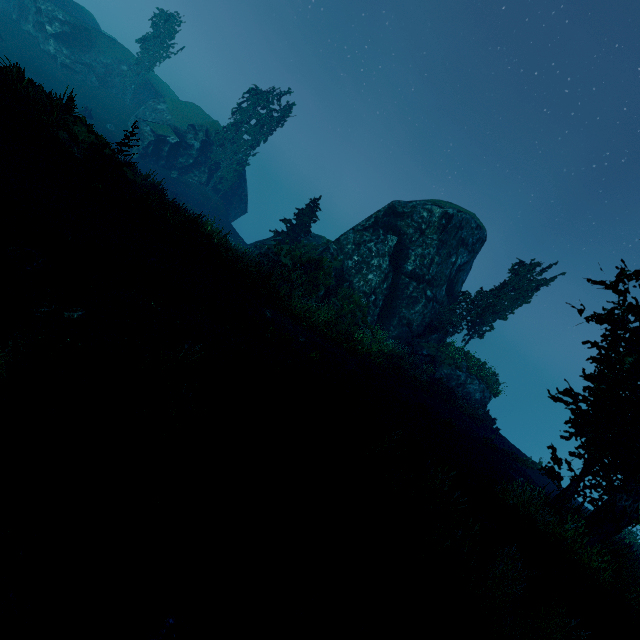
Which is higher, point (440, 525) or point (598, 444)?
point (598, 444)

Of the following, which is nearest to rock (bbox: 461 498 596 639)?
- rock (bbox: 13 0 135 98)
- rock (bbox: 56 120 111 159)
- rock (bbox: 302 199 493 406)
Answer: rock (bbox: 302 199 493 406)

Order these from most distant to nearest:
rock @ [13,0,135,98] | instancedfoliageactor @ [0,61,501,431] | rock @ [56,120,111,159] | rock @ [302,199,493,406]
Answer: rock @ [13,0,135,98], rock @ [302,199,493,406], rock @ [56,120,111,159], instancedfoliageactor @ [0,61,501,431]

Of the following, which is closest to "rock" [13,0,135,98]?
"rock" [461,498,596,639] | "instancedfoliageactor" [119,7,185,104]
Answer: "instancedfoliageactor" [119,7,185,104]

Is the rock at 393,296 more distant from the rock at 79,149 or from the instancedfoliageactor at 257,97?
the rock at 79,149

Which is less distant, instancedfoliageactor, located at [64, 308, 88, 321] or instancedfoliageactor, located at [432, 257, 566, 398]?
instancedfoliageactor, located at [64, 308, 88, 321]

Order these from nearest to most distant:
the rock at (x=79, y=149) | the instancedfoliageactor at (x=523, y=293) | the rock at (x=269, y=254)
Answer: the rock at (x=79, y=149) → the rock at (x=269, y=254) → the instancedfoliageactor at (x=523, y=293)
